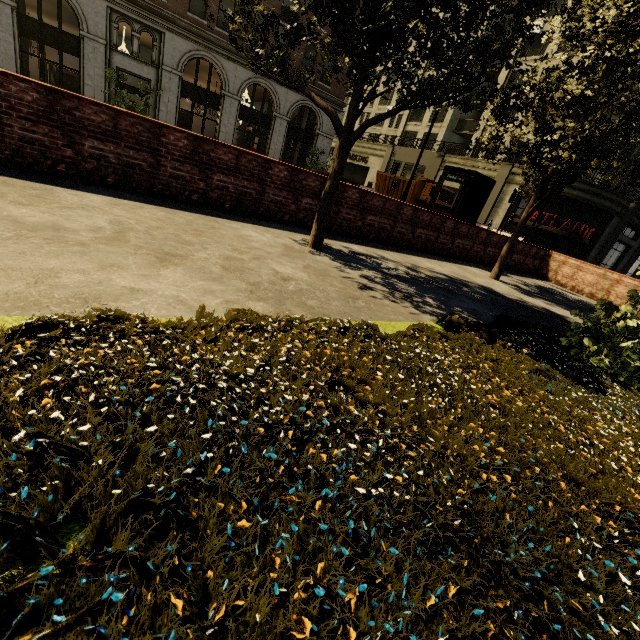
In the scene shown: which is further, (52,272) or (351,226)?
(351,226)

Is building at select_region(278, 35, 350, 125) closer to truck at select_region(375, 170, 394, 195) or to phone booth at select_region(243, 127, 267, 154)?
phone booth at select_region(243, 127, 267, 154)

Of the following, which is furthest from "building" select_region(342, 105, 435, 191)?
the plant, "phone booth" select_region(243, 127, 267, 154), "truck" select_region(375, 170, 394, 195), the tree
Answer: the plant

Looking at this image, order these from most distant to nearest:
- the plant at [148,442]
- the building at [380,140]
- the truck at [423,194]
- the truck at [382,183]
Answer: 1. the building at [380,140]
2. the truck at [382,183]
3. the truck at [423,194]
4. the plant at [148,442]

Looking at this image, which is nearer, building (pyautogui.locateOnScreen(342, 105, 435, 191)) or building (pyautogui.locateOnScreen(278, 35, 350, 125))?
building (pyautogui.locateOnScreen(278, 35, 350, 125))

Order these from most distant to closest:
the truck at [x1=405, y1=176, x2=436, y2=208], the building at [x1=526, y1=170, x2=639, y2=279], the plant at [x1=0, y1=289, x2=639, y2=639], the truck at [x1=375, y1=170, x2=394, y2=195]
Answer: the truck at [x1=375, y1=170, x2=394, y2=195], the truck at [x1=405, y1=176, x2=436, y2=208], the building at [x1=526, y1=170, x2=639, y2=279], the plant at [x1=0, y1=289, x2=639, y2=639]

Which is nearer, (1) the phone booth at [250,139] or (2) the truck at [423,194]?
(1) the phone booth at [250,139]

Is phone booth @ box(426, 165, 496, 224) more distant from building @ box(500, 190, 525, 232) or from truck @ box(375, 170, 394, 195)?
building @ box(500, 190, 525, 232)
